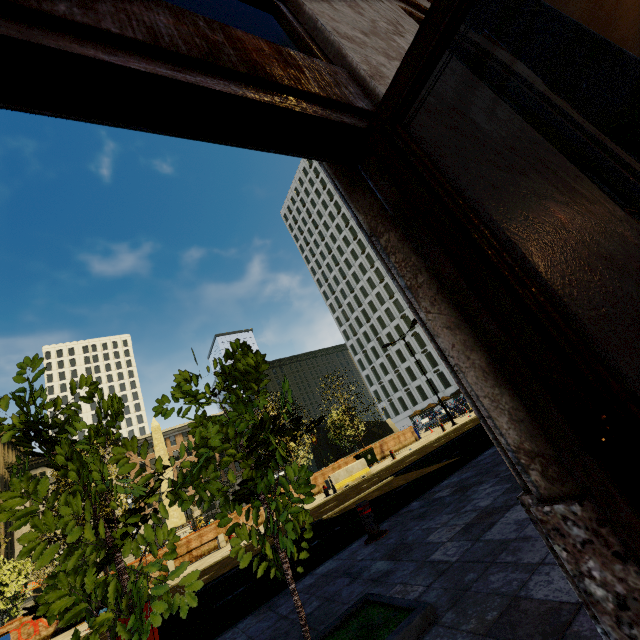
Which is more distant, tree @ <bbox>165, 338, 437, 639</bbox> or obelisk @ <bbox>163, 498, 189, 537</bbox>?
obelisk @ <bbox>163, 498, 189, 537</bbox>

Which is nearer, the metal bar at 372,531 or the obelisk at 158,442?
the metal bar at 372,531

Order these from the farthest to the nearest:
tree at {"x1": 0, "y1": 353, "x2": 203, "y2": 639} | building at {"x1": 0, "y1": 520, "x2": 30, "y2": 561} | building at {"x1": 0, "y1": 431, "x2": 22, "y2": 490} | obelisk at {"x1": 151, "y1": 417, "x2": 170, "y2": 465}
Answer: building at {"x1": 0, "y1": 431, "x2": 22, "y2": 490}
building at {"x1": 0, "y1": 520, "x2": 30, "y2": 561}
obelisk at {"x1": 151, "y1": 417, "x2": 170, "y2": 465}
tree at {"x1": 0, "y1": 353, "x2": 203, "y2": 639}

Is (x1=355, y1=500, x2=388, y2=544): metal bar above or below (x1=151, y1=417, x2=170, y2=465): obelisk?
below

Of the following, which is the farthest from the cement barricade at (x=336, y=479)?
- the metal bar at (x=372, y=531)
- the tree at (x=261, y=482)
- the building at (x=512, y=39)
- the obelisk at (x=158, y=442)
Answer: the obelisk at (x=158, y=442)

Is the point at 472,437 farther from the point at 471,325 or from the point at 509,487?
the point at 471,325
